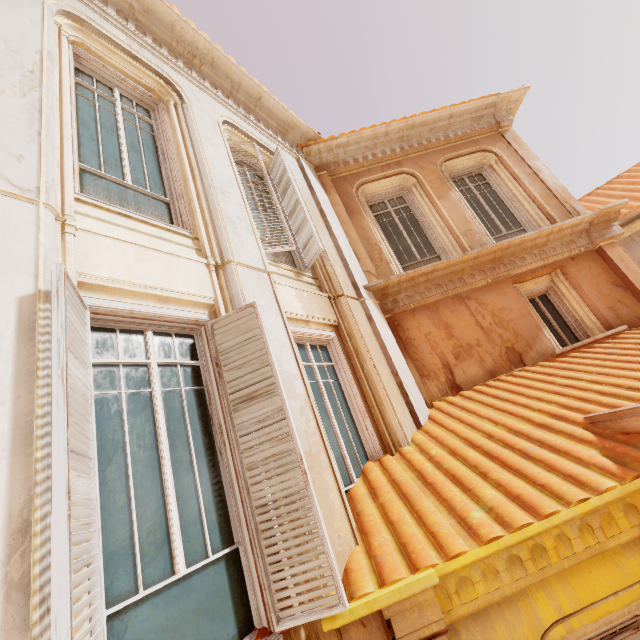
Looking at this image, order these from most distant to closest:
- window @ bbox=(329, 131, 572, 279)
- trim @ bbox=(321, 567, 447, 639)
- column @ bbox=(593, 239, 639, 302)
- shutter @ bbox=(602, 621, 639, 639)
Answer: window @ bbox=(329, 131, 572, 279), column @ bbox=(593, 239, 639, 302), shutter @ bbox=(602, 621, 639, 639), trim @ bbox=(321, 567, 447, 639)

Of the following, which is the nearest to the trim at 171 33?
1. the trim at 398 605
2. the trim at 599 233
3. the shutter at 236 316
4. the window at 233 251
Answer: the window at 233 251

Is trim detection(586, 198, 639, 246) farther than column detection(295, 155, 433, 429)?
Yes

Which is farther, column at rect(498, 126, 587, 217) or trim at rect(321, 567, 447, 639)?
column at rect(498, 126, 587, 217)

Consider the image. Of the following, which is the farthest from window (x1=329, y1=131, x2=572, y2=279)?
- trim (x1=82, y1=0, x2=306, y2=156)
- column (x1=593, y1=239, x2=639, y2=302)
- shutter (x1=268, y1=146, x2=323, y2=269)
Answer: shutter (x1=268, y1=146, x2=323, y2=269)

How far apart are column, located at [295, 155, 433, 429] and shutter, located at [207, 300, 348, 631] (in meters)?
2.67

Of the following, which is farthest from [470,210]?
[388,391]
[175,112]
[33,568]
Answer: [33,568]

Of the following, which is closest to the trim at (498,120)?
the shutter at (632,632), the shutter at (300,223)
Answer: the shutter at (300,223)
